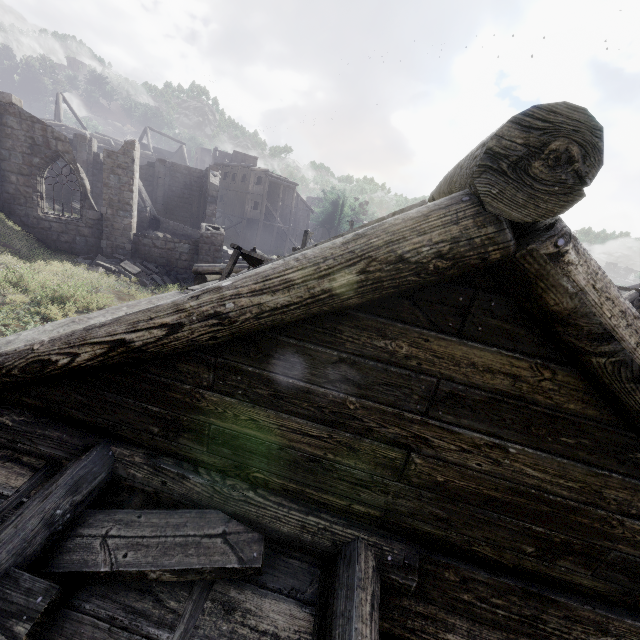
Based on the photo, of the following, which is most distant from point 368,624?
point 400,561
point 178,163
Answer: point 178,163

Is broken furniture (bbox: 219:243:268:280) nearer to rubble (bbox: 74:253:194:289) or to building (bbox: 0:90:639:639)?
building (bbox: 0:90:639:639)

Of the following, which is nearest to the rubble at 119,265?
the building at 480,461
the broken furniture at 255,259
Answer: the building at 480,461

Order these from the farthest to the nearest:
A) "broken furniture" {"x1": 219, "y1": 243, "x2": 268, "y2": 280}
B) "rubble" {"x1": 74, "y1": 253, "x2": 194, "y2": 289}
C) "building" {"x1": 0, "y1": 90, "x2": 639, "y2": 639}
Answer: "rubble" {"x1": 74, "y1": 253, "x2": 194, "y2": 289} < "broken furniture" {"x1": 219, "y1": 243, "x2": 268, "y2": 280} < "building" {"x1": 0, "y1": 90, "x2": 639, "y2": 639}

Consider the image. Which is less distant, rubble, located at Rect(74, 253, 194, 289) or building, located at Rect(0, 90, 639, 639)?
building, located at Rect(0, 90, 639, 639)

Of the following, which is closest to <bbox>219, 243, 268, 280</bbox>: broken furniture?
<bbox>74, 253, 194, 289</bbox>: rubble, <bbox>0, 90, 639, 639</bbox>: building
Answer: <bbox>0, 90, 639, 639</bbox>: building
